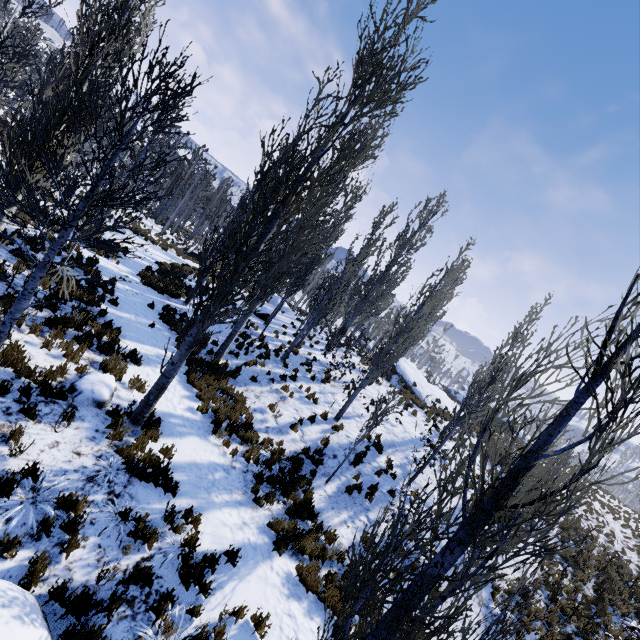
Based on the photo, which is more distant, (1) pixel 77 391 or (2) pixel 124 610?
(1) pixel 77 391

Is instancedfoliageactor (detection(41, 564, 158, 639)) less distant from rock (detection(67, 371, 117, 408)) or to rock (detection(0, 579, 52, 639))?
rock (detection(67, 371, 117, 408))

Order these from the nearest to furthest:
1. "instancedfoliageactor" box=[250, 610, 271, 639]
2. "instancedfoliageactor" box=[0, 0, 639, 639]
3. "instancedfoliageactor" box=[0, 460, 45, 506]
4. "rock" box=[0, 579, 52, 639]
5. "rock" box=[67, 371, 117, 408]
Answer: "instancedfoliageactor" box=[0, 0, 639, 639] → "rock" box=[0, 579, 52, 639] → "instancedfoliageactor" box=[0, 460, 45, 506] → "instancedfoliageactor" box=[250, 610, 271, 639] → "rock" box=[67, 371, 117, 408]

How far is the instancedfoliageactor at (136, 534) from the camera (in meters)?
5.23

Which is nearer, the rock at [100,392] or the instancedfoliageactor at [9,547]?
the instancedfoliageactor at [9,547]

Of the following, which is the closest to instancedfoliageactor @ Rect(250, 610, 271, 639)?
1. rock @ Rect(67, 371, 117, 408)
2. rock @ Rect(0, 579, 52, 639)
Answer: rock @ Rect(67, 371, 117, 408)

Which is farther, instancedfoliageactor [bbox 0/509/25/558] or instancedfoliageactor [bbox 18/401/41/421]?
instancedfoliageactor [bbox 18/401/41/421]
